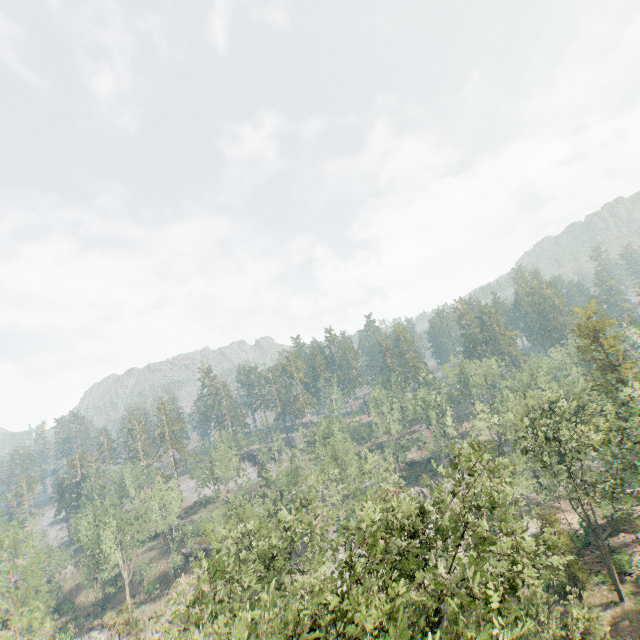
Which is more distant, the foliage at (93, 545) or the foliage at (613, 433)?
the foliage at (93, 545)

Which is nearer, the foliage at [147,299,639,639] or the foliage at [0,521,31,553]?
the foliage at [147,299,639,639]

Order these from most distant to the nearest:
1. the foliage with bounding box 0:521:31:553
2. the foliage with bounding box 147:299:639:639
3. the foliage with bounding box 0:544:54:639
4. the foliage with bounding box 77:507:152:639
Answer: the foliage with bounding box 0:521:31:553 → the foliage with bounding box 77:507:152:639 → the foliage with bounding box 0:544:54:639 → the foliage with bounding box 147:299:639:639

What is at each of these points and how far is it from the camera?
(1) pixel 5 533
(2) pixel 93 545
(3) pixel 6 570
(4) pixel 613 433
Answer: (1) foliage, 41.9 meters
(2) foliage, 59.7 meters
(3) foliage, 40.4 meters
(4) foliage, 31.2 meters

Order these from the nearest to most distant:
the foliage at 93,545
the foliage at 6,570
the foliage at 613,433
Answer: the foliage at 613,433
the foliage at 6,570
the foliage at 93,545

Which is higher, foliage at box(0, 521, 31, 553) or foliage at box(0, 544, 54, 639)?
foliage at box(0, 521, 31, 553)
